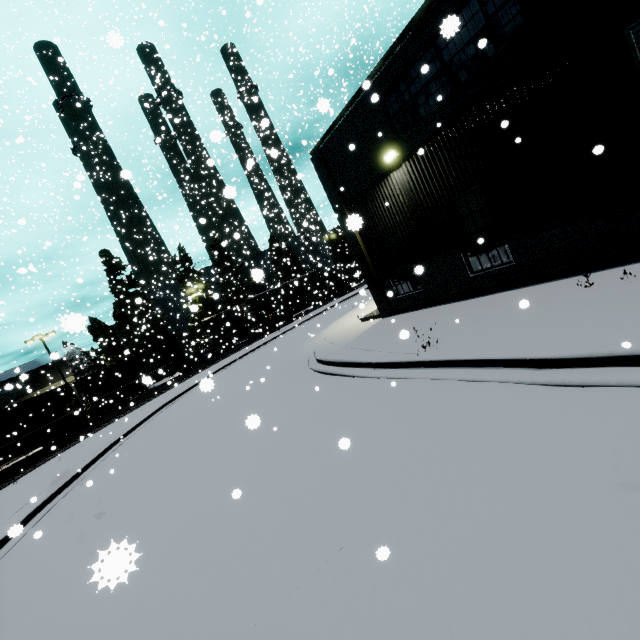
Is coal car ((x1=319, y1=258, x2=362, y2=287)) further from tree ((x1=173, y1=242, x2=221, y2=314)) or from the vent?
the vent

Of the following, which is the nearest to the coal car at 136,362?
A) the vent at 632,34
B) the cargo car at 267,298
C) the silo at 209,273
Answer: the cargo car at 267,298

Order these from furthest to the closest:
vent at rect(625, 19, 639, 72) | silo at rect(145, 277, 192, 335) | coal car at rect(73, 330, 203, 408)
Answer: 1. silo at rect(145, 277, 192, 335)
2. coal car at rect(73, 330, 203, 408)
3. vent at rect(625, 19, 639, 72)

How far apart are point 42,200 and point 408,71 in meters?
24.3

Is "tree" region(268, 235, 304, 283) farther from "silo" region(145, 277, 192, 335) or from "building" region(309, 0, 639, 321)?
"building" region(309, 0, 639, 321)

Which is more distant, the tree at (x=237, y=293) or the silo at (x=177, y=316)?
the silo at (x=177, y=316)

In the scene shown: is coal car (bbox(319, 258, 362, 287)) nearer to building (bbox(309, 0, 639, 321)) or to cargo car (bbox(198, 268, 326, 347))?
cargo car (bbox(198, 268, 326, 347))

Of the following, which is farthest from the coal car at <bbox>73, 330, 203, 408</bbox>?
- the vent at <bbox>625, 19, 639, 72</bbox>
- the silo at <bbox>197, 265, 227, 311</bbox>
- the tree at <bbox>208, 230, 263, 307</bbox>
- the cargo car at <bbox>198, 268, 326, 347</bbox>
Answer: the vent at <bbox>625, 19, 639, 72</bbox>
